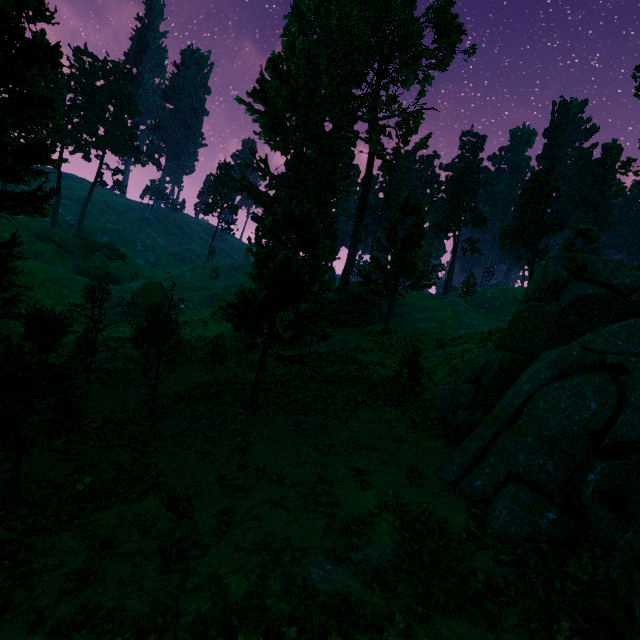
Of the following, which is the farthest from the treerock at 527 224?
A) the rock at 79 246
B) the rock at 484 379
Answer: the rock at 79 246

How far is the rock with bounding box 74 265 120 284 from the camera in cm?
5465

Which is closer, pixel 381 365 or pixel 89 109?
pixel 381 365

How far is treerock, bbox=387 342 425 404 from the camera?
18.2 meters

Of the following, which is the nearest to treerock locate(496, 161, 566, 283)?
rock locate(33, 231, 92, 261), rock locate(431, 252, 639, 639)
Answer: rock locate(431, 252, 639, 639)

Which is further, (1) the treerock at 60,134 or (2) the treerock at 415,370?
(2) the treerock at 415,370
